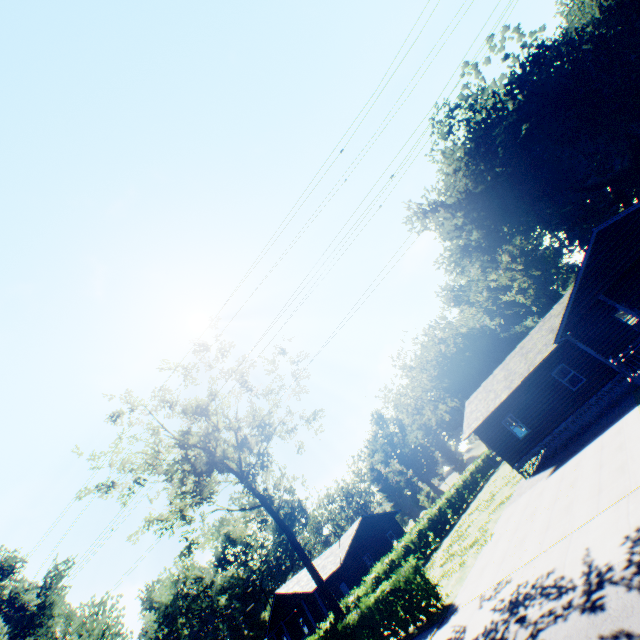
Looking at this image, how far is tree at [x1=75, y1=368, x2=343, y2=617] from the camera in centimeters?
2270cm

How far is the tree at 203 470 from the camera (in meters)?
22.70

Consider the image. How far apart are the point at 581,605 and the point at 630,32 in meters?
50.3 m

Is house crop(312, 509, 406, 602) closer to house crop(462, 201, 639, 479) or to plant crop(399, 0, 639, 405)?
plant crop(399, 0, 639, 405)

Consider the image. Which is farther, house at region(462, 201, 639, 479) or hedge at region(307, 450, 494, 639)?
house at region(462, 201, 639, 479)

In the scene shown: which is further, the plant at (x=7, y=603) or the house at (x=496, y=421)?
the plant at (x=7, y=603)

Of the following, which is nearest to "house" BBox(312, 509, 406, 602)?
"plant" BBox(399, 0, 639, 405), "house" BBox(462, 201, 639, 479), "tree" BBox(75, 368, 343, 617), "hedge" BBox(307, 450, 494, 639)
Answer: "hedge" BBox(307, 450, 494, 639)

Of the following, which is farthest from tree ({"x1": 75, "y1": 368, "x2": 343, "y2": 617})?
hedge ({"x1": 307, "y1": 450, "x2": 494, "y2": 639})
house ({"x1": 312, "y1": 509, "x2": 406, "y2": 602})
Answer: house ({"x1": 312, "y1": 509, "x2": 406, "y2": 602})
